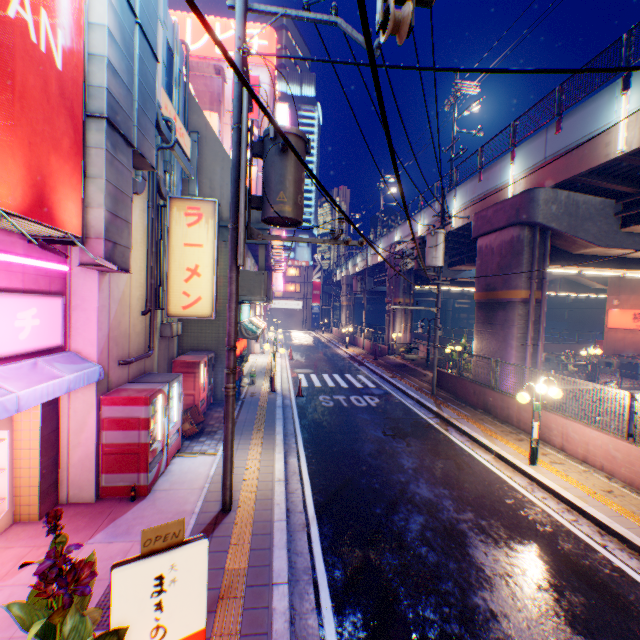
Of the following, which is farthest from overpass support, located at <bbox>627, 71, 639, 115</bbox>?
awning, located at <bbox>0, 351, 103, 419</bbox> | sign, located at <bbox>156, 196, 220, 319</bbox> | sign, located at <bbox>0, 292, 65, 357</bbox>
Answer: sign, located at <bbox>0, 292, 65, 357</bbox>

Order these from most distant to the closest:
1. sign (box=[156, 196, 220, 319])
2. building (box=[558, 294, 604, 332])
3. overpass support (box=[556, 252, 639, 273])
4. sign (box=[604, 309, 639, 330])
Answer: building (box=[558, 294, 604, 332])
sign (box=[604, 309, 639, 330])
overpass support (box=[556, 252, 639, 273])
sign (box=[156, 196, 220, 319])

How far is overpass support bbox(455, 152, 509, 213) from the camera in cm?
1572

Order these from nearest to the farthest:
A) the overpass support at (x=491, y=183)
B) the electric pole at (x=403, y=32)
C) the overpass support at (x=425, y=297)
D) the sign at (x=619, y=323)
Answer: the electric pole at (x=403, y=32)
the overpass support at (x=491, y=183)
the sign at (x=619, y=323)
the overpass support at (x=425, y=297)

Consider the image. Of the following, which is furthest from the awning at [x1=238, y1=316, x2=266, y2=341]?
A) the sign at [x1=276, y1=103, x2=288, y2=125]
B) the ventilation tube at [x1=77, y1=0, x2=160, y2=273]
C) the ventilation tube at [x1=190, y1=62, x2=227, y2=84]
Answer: the ventilation tube at [x1=190, y1=62, x2=227, y2=84]

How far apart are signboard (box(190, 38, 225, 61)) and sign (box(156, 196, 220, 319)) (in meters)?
32.94

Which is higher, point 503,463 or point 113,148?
point 113,148

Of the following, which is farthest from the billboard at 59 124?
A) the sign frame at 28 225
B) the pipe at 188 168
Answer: → the pipe at 188 168
